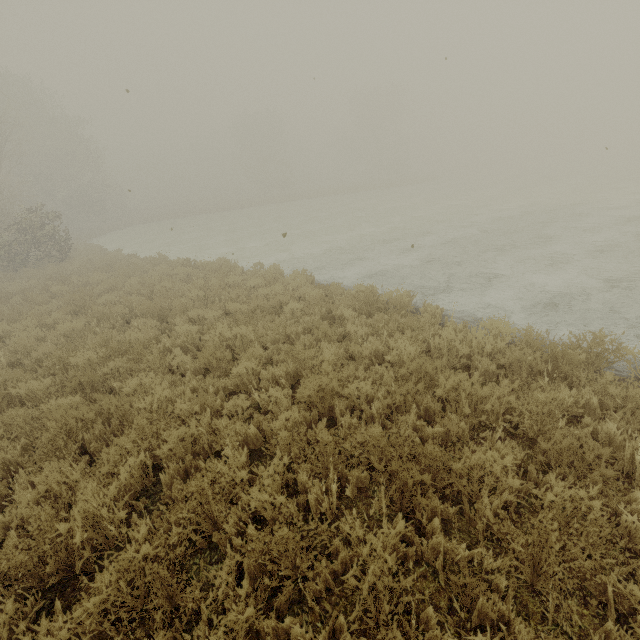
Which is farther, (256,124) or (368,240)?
(256,124)

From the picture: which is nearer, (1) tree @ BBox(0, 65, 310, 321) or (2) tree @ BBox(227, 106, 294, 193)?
(1) tree @ BBox(0, 65, 310, 321)

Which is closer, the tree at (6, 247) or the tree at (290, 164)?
the tree at (6, 247)

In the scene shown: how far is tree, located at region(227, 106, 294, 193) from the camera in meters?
52.8

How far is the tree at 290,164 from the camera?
52.8m
